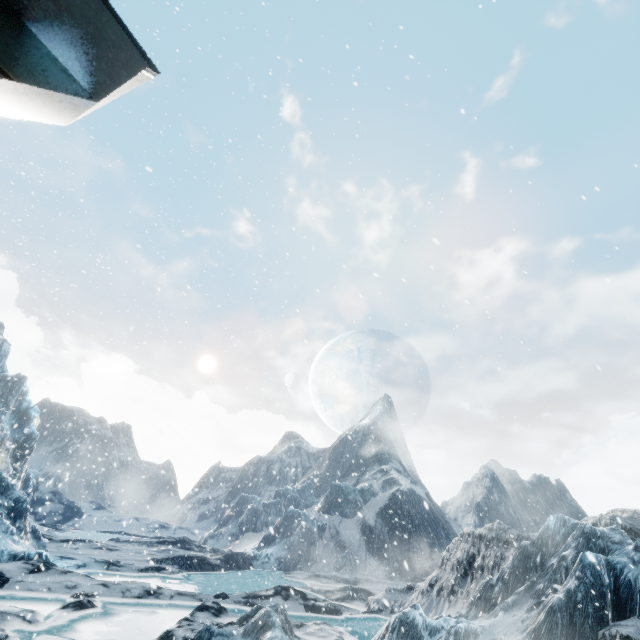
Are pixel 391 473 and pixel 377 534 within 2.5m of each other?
no
